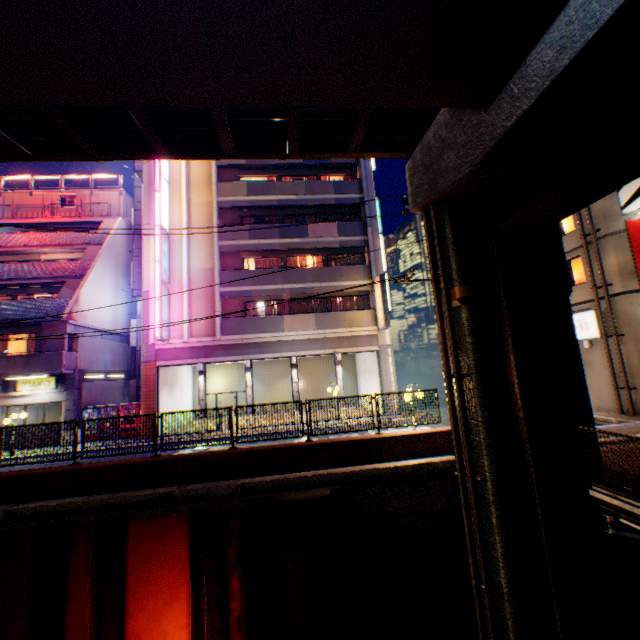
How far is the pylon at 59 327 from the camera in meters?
18.7 m

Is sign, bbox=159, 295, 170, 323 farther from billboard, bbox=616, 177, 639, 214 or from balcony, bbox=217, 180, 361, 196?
billboard, bbox=616, 177, 639, 214

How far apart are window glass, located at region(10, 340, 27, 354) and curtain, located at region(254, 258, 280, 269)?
14.03m

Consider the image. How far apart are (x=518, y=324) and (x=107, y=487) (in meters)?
11.91

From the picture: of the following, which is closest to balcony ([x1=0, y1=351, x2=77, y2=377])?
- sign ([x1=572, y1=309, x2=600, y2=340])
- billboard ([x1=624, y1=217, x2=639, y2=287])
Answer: sign ([x1=572, y1=309, x2=600, y2=340])

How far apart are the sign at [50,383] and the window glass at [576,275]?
30.54m

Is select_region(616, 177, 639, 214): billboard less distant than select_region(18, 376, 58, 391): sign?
Yes

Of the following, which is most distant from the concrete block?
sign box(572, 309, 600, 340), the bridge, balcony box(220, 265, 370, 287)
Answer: balcony box(220, 265, 370, 287)
